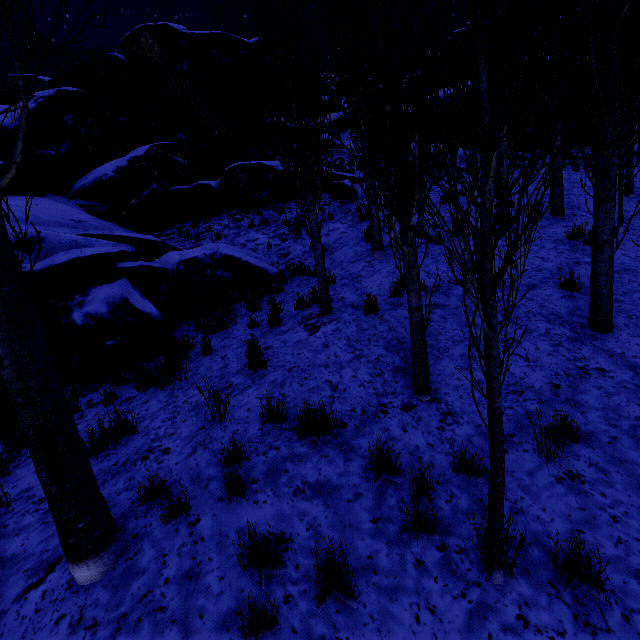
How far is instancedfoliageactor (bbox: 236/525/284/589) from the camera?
2.7 meters

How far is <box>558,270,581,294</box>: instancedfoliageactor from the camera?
6.39m

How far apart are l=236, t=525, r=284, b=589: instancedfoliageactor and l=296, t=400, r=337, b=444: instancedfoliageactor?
1.2 meters

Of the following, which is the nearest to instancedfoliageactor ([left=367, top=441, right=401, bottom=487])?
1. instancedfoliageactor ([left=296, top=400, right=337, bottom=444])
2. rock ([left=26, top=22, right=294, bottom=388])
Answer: rock ([left=26, top=22, right=294, bottom=388])

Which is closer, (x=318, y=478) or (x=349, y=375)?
(x=318, y=478)

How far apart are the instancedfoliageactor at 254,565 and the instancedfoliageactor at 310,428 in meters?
1.2 m

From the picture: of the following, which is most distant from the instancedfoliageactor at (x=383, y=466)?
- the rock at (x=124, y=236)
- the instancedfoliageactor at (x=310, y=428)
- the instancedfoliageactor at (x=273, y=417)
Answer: the instancedfoliageactor at (x=273, y=417)

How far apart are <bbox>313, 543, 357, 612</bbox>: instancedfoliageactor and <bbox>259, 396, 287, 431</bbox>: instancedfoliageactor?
1.6m
